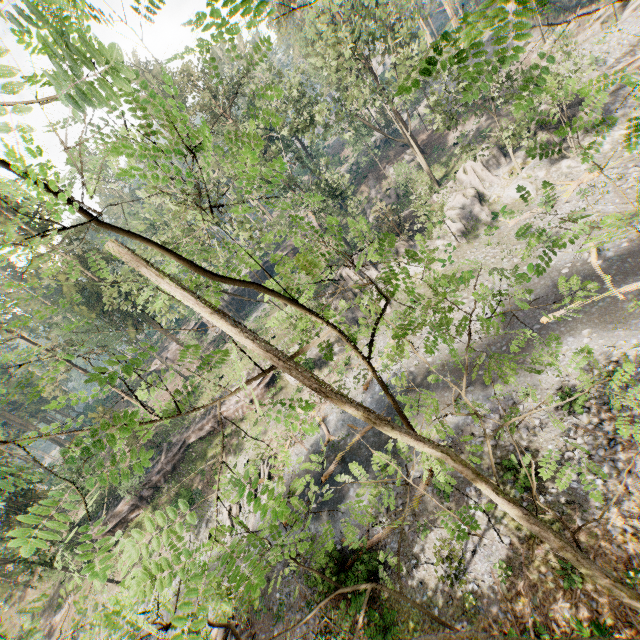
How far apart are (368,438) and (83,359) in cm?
3706

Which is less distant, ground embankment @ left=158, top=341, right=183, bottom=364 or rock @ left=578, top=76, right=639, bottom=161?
rock @ left=578, top=76, right=639, bottom=161

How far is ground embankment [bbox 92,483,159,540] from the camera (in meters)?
35.12

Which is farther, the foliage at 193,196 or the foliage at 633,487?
the foliage at 633,487

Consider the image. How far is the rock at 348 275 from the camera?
34.2 meters

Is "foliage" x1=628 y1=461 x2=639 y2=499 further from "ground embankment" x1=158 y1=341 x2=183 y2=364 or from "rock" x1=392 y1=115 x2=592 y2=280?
"ground embankment" x1=158 y1=341 x2=183 y2=364

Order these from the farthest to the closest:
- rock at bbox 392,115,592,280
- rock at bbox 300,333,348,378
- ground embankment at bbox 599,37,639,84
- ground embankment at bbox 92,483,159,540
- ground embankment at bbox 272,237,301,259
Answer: ground embankment at bbox 272,237,301,259
ground embankment at bbox 92,483,159,540
rock at bbox 300,333,348,378
ground embankment at bbox 599,37,639,84
rock at bbox 392,115,592,280

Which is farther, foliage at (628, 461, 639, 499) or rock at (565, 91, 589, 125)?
rock at (565, 91, 589, 125)
